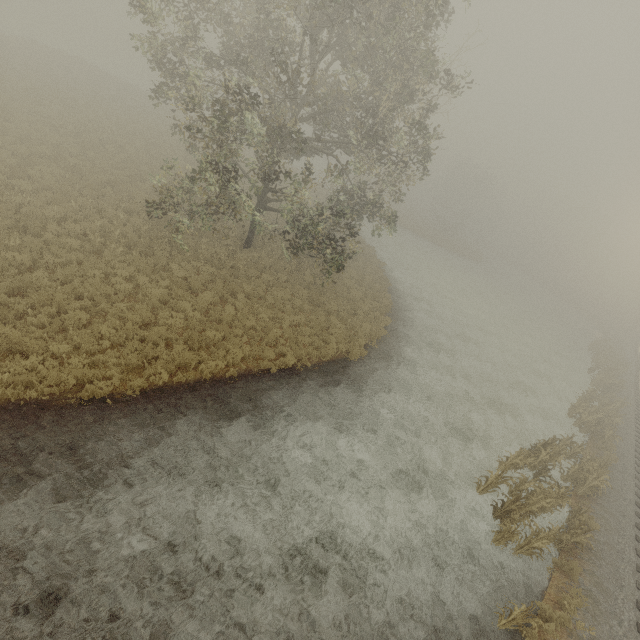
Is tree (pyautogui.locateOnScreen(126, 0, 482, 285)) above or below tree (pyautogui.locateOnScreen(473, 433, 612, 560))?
above

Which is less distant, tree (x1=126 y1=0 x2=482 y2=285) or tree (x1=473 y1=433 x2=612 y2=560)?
tree (x1=473 y1=433 x2=612 y2=560)

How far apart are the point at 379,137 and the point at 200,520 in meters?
19.3

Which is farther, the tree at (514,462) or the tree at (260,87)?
the tree at (260,87)

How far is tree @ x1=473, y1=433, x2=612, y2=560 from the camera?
11.05m

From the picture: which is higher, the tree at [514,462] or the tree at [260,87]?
the tree at [260,87]
